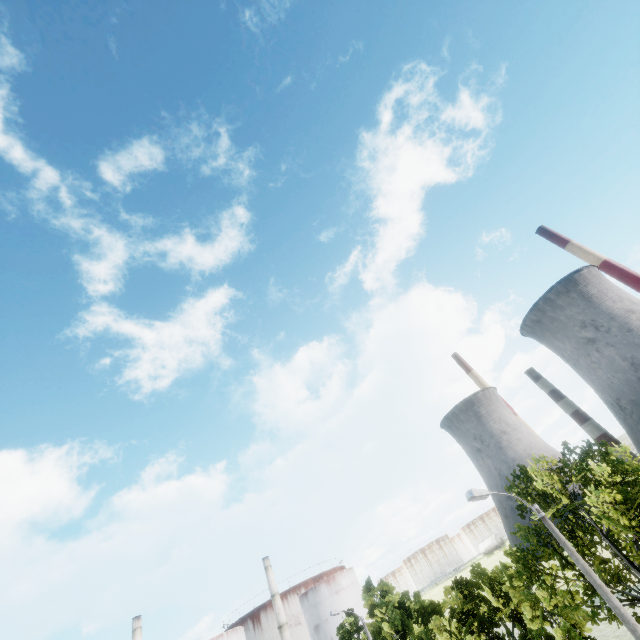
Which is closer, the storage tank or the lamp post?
the lamp post

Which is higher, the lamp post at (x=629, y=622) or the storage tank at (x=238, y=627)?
the storage tank at (x=238, y=627)

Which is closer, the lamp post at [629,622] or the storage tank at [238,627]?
the lamp post at [629,622]

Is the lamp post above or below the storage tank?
below

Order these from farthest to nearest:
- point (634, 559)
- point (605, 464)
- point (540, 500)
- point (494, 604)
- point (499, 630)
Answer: point (499, 630) → point (494, 604) → point (540, 500) → point (605, 464) → point (634, 559)
